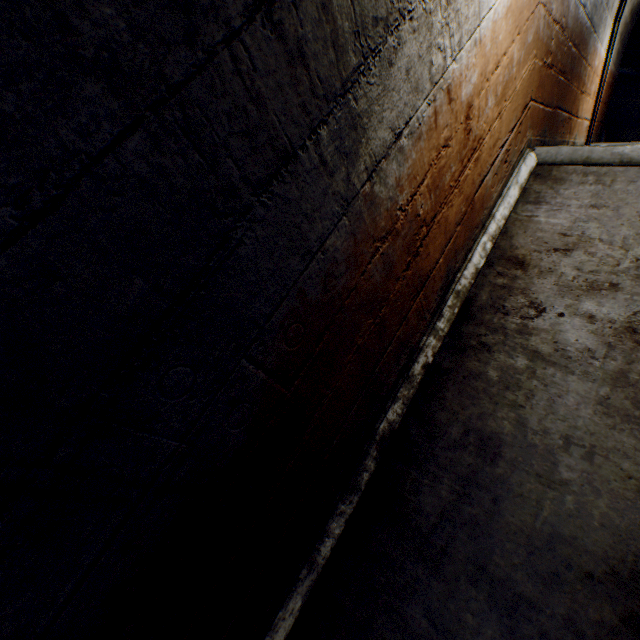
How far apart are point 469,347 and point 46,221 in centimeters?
249cm
